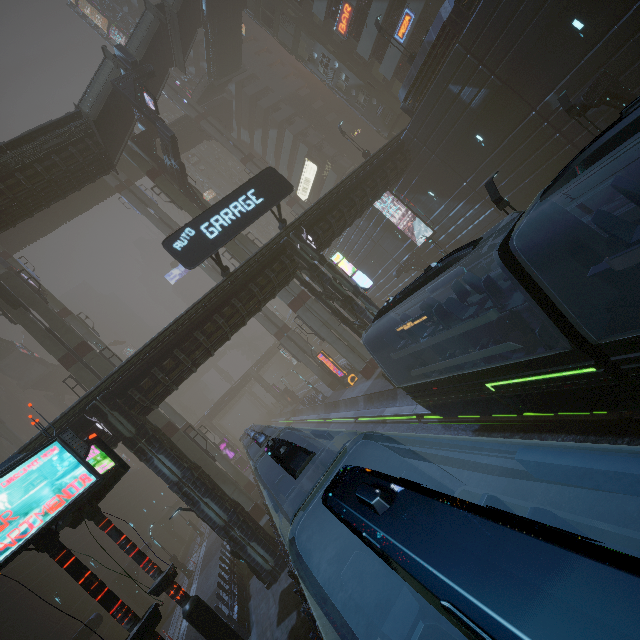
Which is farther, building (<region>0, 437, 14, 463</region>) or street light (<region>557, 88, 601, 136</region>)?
building (<region>0, 437, 14, 463</region>)

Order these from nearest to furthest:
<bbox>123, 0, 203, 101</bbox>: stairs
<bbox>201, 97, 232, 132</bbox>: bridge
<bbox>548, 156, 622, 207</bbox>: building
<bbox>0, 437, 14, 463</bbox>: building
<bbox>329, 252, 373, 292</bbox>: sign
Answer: <bbox>548, 156, 622, 207</bbox>: building → <bbox>329, 252, 373, 292</bbox>: sign → <bbox>123, 0, 203, 101</bbox>: stairs → <bbox>201, 97, 232, 132</bbox>: bridge → <bbox>0, 437, 14, 463</bbox>: building

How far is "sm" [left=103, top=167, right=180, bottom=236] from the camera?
39.7 meters

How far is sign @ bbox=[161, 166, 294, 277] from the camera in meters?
15.6

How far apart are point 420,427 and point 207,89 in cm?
4967

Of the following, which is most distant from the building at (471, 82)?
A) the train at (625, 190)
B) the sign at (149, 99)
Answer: the sign at (149, 99)

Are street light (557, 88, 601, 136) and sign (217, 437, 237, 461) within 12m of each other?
no

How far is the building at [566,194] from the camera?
18.2 meters
